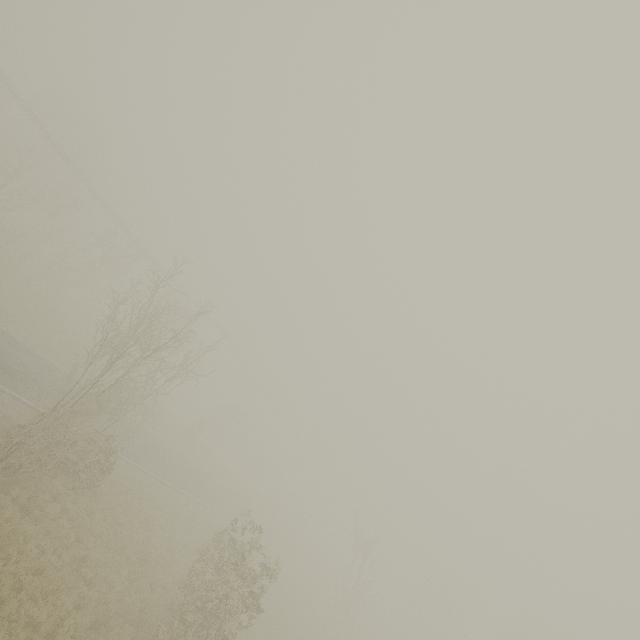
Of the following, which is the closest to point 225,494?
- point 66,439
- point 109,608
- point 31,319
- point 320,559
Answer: point 109,608
